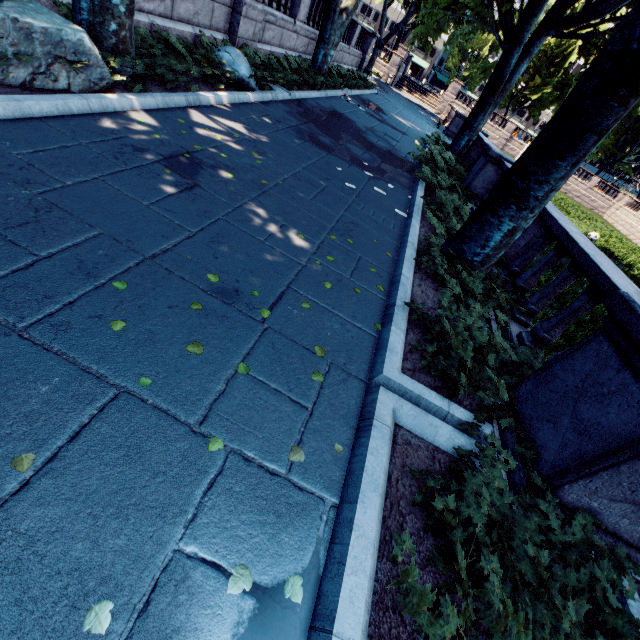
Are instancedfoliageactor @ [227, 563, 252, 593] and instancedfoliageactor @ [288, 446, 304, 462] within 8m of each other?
yes

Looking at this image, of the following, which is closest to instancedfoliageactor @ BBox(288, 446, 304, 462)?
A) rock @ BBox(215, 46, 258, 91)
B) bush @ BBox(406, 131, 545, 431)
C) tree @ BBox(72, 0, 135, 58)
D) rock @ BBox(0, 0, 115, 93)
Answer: bush @ BBox(406, 131, 545, 431)

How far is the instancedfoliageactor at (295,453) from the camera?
2.4 meters

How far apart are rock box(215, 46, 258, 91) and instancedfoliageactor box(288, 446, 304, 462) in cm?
960

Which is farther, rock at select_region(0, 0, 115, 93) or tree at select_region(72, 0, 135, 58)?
tree at select_region(72, 0, 135, 58)

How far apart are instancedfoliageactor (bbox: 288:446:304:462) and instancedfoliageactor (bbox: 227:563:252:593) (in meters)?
0.70

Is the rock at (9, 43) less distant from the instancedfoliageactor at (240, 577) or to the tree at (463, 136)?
the tree at (463, 136)

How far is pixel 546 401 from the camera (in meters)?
3.10
